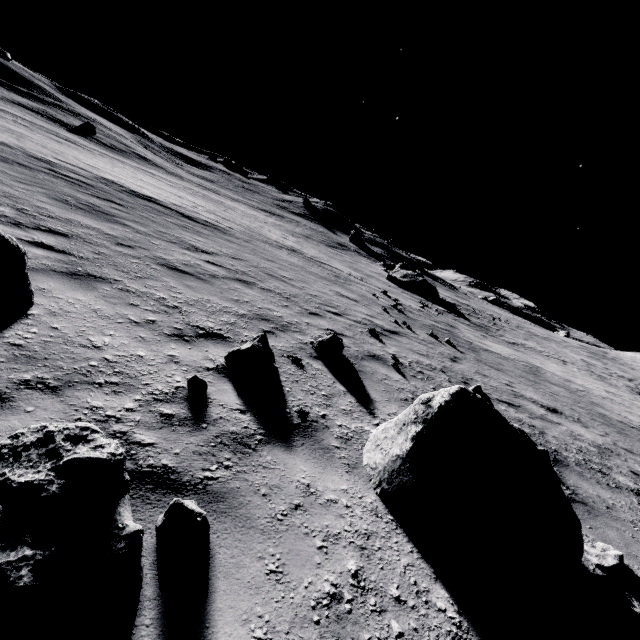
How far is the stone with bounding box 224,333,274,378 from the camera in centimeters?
434cm

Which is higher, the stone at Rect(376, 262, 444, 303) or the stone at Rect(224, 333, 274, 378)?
the stone at Rect(376, 262, 444, 303)

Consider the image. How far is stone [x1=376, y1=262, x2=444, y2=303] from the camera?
34.1 meters

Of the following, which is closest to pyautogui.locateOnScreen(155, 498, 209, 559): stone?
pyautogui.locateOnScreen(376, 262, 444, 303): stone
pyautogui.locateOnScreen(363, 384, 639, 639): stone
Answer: pyautogui.locateOnScreen(363, 384, 639, 639): stone

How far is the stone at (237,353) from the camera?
4.3m

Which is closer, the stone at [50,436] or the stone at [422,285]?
the stone at [50,436]

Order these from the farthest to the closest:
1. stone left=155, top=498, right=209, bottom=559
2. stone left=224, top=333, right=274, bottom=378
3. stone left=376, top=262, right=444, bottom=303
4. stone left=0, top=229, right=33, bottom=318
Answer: stone left=376, top=262, right=444, bottom=303, stone left=224, top=333, right=274, bottom=378, stone left=0, top=229, right=33, bottom=318, stone left=155, top=498, right=209, bottom=559

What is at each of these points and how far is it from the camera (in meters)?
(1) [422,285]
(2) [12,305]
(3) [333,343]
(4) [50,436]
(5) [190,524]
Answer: (1) stone, 34.12
(2) stone, 3.40
(3) stone, 6.26
(4) stone, 1.96
(5) stone, 2.01
